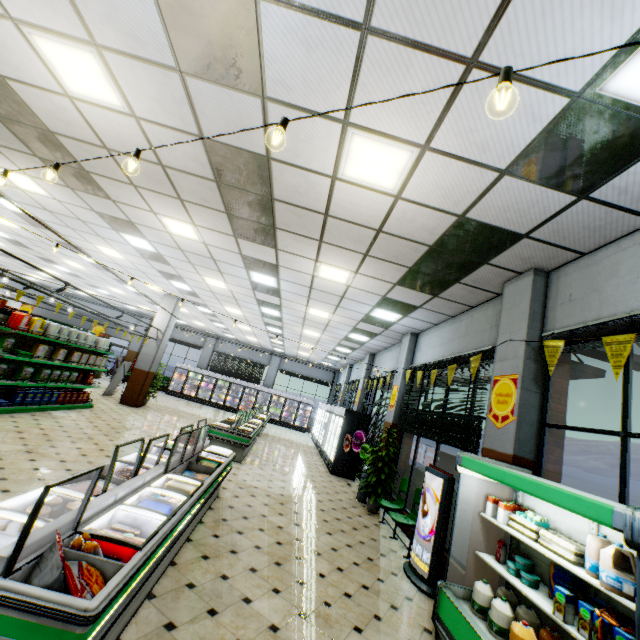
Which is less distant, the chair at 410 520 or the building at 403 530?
the chair at 410 520

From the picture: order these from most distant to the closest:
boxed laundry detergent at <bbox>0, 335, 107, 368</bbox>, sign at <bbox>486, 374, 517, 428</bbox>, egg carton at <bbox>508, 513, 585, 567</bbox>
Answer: boxed laundry detergent at <bbox>0, 335, 107, 368</bbox> < sign at <bbox>486, 374, 517, 428</bbox> < egg carton at <bbox>508, 513, 585, 567</bbox>

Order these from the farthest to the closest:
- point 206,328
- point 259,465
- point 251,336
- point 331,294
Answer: point 206,328 → point 251,336 → point 259,465 → point 331,294

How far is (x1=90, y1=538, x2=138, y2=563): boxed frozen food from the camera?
2.4 meters

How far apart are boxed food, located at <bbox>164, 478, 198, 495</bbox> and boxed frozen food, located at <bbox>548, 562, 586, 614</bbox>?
4.0 meters

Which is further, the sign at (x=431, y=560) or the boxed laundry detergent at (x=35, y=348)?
the boxed laundry detergent at (x=35, y=348)

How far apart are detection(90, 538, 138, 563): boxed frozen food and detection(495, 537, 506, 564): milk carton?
3.78m

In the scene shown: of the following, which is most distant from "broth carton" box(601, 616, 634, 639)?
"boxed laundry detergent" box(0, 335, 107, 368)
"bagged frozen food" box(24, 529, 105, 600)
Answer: "boxed laundry detergent" box(0, 335, 107, 368)
